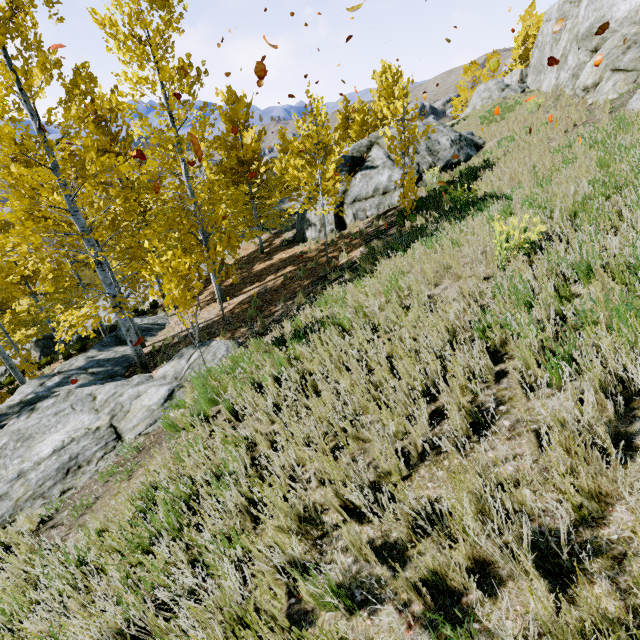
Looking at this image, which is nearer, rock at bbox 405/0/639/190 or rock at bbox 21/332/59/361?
rock at bbox 405/0/639/190

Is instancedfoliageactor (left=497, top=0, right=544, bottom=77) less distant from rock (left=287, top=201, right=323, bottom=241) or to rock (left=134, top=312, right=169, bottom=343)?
rock (left=134, top=312, right=169, bottom=343)

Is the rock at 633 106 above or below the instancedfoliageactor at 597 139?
above

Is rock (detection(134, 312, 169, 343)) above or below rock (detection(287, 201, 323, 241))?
below

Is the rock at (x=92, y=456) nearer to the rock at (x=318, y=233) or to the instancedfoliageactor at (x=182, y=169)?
the instancedfoliageactor at (x=182, y=169)

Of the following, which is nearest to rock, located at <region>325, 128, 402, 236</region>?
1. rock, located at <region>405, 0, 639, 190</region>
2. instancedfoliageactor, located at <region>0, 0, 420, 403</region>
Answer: instancedfoliageactor, located at <region>0, 0, 420, 403</region>

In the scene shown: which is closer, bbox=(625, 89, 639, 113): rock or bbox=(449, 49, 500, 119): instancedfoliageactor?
bbox=(625, 89, 639, 113): rock

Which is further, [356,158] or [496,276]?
[356,158]
